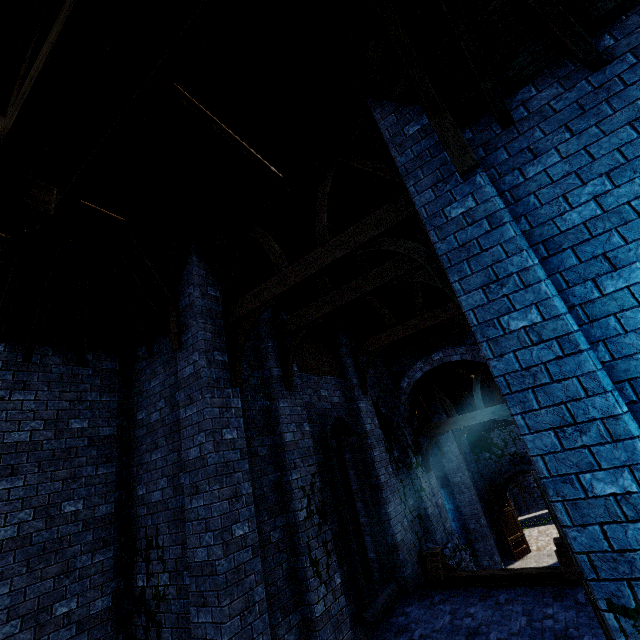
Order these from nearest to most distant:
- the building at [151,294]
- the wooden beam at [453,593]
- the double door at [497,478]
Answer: the building at [151,294] < the wooden beam at [453,593] < the double door at [497,478]

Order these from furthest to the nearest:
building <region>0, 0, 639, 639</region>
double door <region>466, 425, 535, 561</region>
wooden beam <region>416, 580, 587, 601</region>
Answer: double door <region>466, 425, 535, 561</region>
wooden beam <region>416, 580, 587, 601</region>
building <region>0, 0, 639, 639</region>

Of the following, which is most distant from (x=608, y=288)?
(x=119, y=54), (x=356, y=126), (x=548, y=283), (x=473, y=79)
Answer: (x=119, y=54)

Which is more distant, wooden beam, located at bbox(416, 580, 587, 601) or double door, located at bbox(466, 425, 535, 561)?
double door, located at bbox(466, 425, 535, 561)

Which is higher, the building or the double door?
the building

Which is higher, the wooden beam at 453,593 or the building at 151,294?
the building at 151,294

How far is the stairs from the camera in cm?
692

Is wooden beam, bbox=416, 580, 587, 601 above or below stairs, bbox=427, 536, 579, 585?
below
